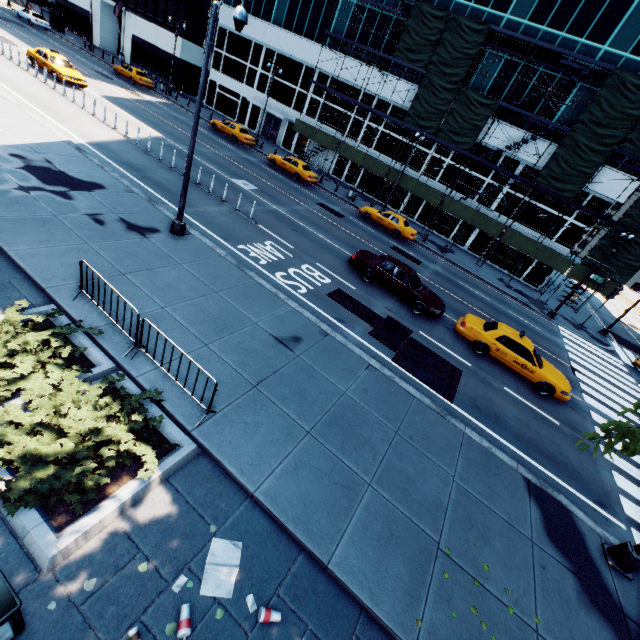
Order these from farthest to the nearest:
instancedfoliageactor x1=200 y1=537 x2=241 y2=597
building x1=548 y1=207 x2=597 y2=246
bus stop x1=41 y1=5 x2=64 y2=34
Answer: bus stop x1=41 y1=5 x2=64 y2=34 → building x1=548 y1=207 x2=597 y2=246 → instancedfoliageactor x1=200 y1=537 x2=241 y2=597

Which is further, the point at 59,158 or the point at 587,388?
the point at 587,388

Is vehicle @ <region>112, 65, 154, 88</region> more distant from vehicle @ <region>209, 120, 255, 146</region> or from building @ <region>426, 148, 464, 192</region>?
vehicle @ <region>209, 120, 255, 146</region>

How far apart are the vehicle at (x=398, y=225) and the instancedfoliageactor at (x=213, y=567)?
24.7m

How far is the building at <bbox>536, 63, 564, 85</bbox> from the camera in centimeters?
2628cm

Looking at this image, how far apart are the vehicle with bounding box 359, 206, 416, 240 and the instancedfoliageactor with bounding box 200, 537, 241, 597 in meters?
24.7

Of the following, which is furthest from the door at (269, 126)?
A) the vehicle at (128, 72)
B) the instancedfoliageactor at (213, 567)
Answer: the instancedfoliageactor at (213, 567)

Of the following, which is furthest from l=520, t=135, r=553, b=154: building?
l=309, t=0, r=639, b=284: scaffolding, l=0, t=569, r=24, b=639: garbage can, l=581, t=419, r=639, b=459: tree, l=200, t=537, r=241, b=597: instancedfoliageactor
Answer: l=0, t=569, r=24, b=639: garbage can
